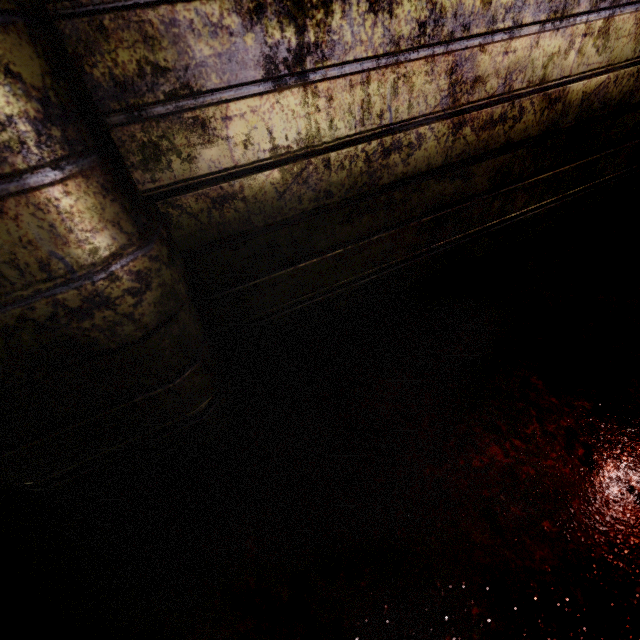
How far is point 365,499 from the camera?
0.9 meters
